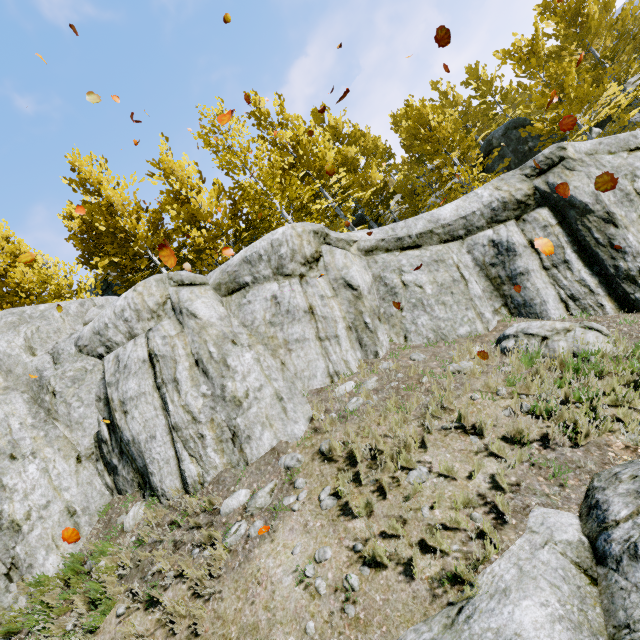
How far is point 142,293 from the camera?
8.3m

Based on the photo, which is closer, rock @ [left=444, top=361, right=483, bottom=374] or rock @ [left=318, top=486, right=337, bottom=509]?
rock @ [left=318, top=486, right=337, bottom=509]

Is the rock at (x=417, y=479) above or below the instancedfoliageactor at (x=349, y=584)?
above

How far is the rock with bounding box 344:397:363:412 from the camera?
6.36m

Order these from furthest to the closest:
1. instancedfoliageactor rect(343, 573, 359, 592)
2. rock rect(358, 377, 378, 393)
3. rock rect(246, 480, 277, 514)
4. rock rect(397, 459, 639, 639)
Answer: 1. rock rect(358, 377, 378, 393)
2. rock rect(246, 480, 277, 514)
3. instancedfoliageactor rect(343, 573, 359, 592)
4. rock rect(397, 459, 639, 639)

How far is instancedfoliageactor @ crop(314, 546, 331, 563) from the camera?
4.3 meters

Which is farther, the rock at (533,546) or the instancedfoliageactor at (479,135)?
the instancedfoliageactor at (479,135)
